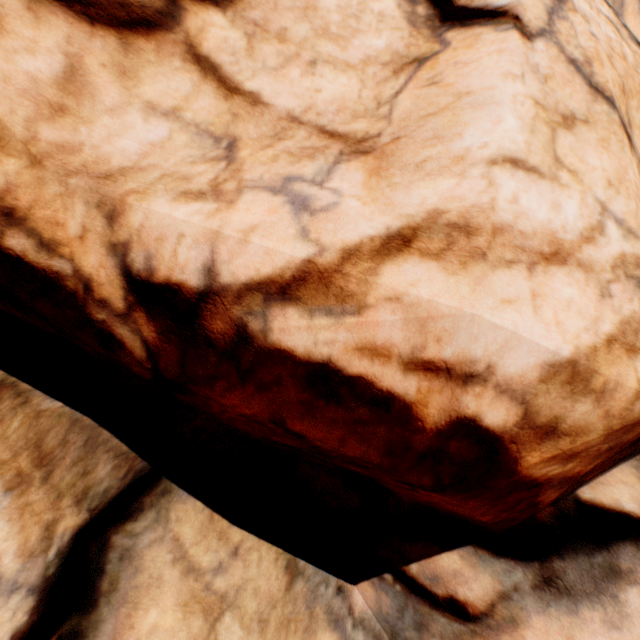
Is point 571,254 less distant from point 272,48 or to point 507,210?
point 507,210
